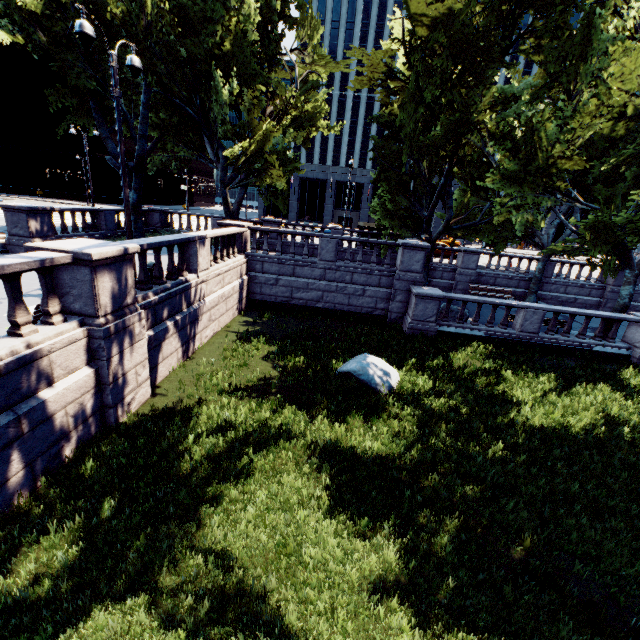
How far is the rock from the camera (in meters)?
10.25

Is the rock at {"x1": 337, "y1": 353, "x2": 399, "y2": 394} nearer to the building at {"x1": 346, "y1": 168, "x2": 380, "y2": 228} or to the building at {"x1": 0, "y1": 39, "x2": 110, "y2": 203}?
the building at {"x1": 346, "y1": 168, "x2": 380, "y2": 228}

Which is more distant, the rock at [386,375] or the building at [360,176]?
the building at [360,176]

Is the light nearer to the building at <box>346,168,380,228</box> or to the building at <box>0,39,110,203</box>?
the building at <box>346,168,380,228</box>

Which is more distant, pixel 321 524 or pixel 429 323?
pixel 429 323

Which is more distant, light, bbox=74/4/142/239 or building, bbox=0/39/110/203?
building, bbox=0/39/110/203

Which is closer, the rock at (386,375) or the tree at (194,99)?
the rock at (386,375)

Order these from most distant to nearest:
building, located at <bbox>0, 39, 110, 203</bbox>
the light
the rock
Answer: building, located at <bbox>0, 39, 110, 203</bbox>, the rock, the light
